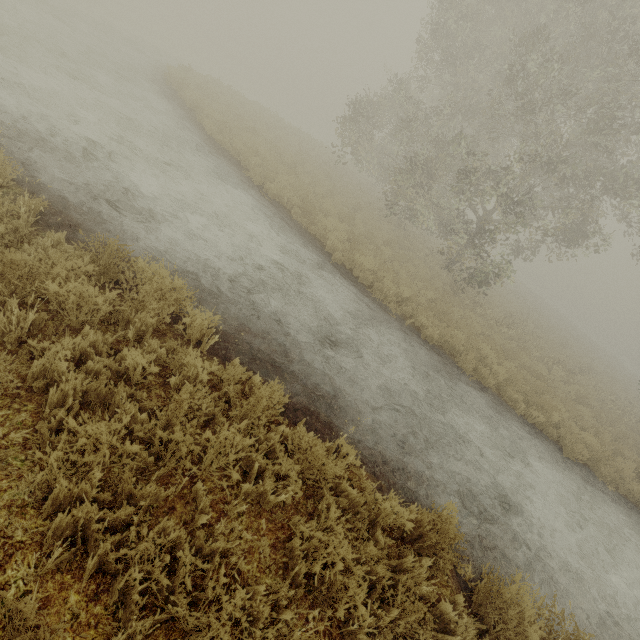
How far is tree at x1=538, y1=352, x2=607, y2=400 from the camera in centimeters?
1433cm

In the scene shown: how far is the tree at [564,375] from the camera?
14.3m

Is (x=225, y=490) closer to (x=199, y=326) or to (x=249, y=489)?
(x=249, y=489)
